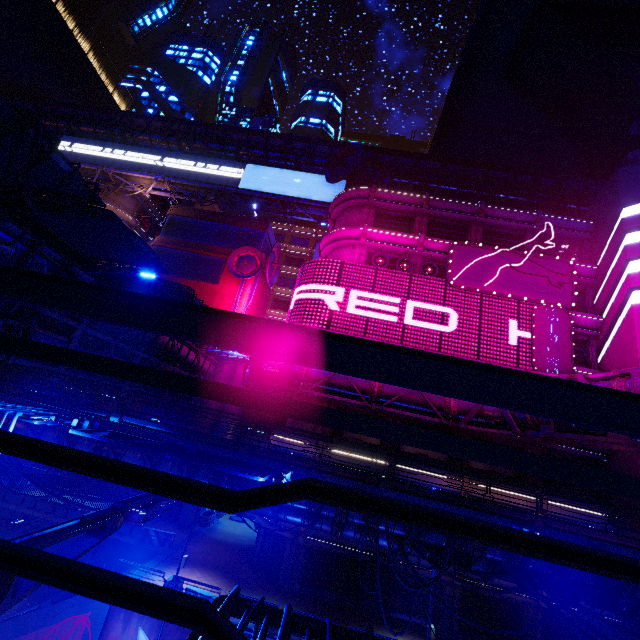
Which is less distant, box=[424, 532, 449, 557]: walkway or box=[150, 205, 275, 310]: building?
box=[424, 532, 449, 557]: walkway

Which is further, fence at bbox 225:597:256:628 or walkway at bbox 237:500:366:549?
walkway at bbox 237:500:366:549

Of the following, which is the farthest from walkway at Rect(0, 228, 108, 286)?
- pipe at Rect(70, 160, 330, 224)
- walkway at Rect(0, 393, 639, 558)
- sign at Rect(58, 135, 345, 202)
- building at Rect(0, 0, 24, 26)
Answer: building at Rect(0, 0, 24, 26)

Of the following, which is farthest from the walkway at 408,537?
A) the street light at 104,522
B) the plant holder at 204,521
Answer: the plant holder at 204,521

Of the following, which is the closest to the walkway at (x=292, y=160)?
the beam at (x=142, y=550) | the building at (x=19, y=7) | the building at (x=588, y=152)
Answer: the building at (x=588, y=152)

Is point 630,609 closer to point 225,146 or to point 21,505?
point 21,505

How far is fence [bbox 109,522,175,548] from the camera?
22.2 meters

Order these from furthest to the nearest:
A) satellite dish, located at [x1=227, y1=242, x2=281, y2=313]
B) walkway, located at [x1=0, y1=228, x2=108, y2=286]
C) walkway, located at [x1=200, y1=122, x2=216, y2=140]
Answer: walkway, located at [x1=200, y1=122, x2=216, y2=140], satellite dish, located at [x1=227, y1=242, x2=281, y2=313], walkway, located at [x1=0, y1=228, x2=108, y2=286]
